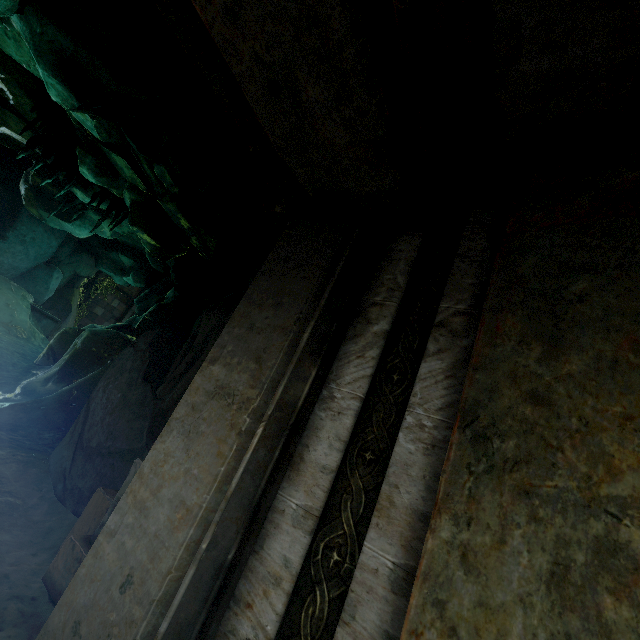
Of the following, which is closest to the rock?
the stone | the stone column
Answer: the stone column

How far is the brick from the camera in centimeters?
264cm

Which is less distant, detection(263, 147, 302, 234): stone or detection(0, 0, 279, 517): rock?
detection(263, 147, 302, 234): stone

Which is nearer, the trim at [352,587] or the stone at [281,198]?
the trim at [352,587]

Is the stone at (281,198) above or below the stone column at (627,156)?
above

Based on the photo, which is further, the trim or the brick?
the brick

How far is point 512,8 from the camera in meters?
1.1 m

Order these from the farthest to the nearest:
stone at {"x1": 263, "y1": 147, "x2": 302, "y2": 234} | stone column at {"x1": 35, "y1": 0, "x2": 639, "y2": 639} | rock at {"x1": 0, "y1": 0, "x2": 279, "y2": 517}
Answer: rock at {"x1": 0, "y1": 0, "x2": 279, "y2": 517} < stone at {"x1": 263, "y1": 147, "x2": 302, "y2": 234} < stone column at {"x1": 35, "y1": 0, "x2": 639, "y2": 639}
